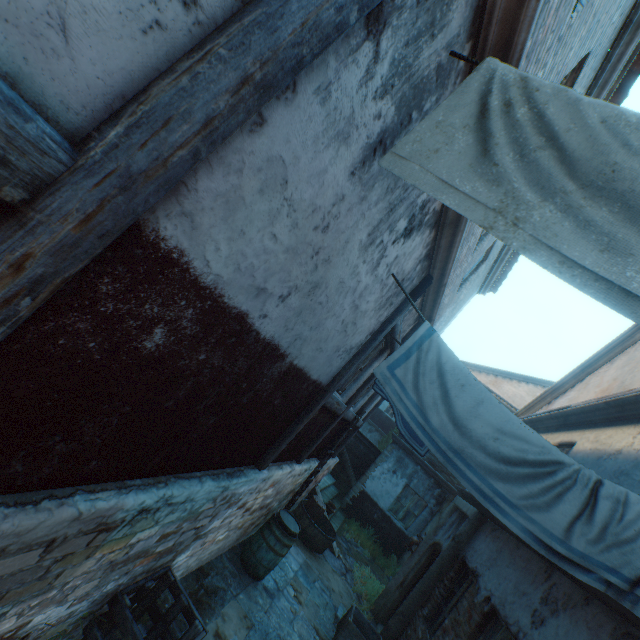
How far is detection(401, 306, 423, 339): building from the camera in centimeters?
560cm

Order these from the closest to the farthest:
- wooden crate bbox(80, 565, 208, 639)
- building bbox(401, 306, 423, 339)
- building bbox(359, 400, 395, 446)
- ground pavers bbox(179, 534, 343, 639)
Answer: wooden crate bbox(80, 565, 208, 639) → ground pavers bbox(179, 534, 343, 639) → building bbox(401, 306, 423, 339) → building bbox(359, 400, 395, 446)

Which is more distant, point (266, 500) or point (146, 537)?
point (266, 500)

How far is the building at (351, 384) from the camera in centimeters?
568cm

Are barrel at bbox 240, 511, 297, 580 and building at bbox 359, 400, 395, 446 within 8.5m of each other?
no

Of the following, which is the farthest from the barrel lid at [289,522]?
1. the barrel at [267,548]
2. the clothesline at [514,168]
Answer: the clothesline at [514,168]

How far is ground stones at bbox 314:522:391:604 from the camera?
8.7 meters

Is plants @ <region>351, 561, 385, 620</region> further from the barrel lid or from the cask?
the barrel lid
